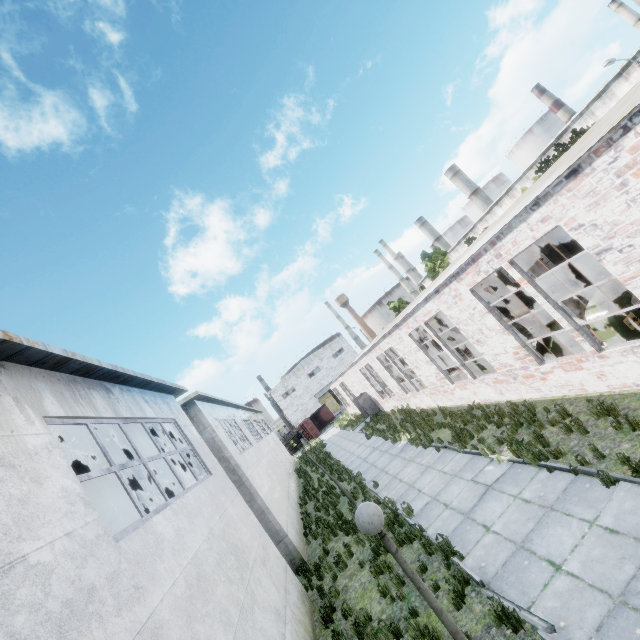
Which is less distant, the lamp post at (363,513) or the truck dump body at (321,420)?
the lamp post at (363,513)

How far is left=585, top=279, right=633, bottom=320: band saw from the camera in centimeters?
809cm

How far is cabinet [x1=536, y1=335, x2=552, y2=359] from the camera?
12.8m

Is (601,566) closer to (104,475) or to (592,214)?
(592,214)

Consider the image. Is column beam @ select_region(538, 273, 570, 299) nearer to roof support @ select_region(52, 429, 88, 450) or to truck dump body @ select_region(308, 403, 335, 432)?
roof support @ select_region(52, 429, 88, 450)

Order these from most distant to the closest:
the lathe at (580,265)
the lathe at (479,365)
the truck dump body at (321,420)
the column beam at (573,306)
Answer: the truck dump body at (321,420), the lathe at (580,265), the lathe at (479,365), the column beam at (573,306)

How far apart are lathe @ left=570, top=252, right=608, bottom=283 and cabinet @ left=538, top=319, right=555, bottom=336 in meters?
6.2

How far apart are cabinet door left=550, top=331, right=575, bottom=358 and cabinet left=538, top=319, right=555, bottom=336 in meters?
0.0
